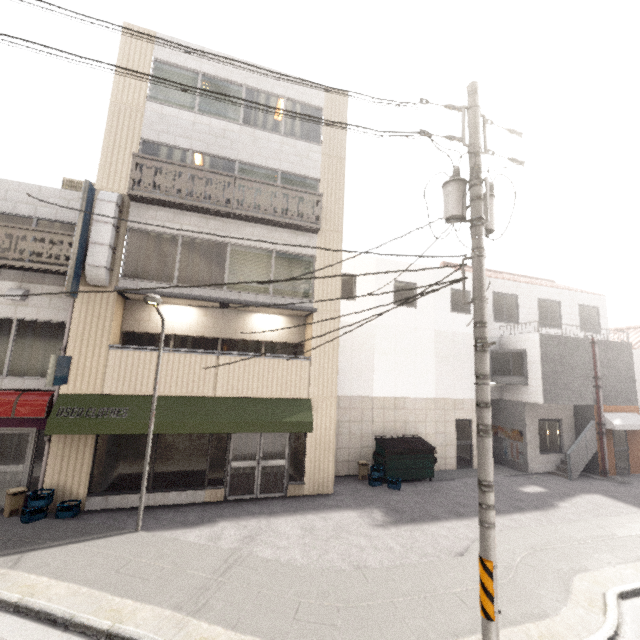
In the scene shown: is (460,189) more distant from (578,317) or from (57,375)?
(578,317)

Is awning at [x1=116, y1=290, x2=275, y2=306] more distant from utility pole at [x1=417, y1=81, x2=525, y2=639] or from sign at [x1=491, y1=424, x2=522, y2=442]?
sign at [x1=491, y1=424, x2=522, y2=442]

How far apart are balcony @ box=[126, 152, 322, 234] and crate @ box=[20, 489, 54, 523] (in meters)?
8.20

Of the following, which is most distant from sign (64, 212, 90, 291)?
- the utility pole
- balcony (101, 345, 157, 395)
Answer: the utility pole

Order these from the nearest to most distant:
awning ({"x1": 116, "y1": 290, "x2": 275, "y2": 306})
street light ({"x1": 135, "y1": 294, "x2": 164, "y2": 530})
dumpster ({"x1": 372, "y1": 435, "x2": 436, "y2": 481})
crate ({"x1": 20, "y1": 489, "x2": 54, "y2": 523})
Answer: street light ({"x1": 135, "y1": 294, "x2": 164, "y2": 530})
crate ({"x1": 20, "y1": 489, "x2": 54, "y2": 523})
awning ({"x1": 116, "y1": 290, "x2": 275, "y2": 306})
dumpster ({"x1": 372, "y1": 435, "x2": 436, "y2": 481})

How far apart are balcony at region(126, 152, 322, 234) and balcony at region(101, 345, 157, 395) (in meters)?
4.37

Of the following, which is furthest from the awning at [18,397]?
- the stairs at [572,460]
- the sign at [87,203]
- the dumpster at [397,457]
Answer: the stairs at [572,460]

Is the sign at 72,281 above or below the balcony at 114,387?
above
